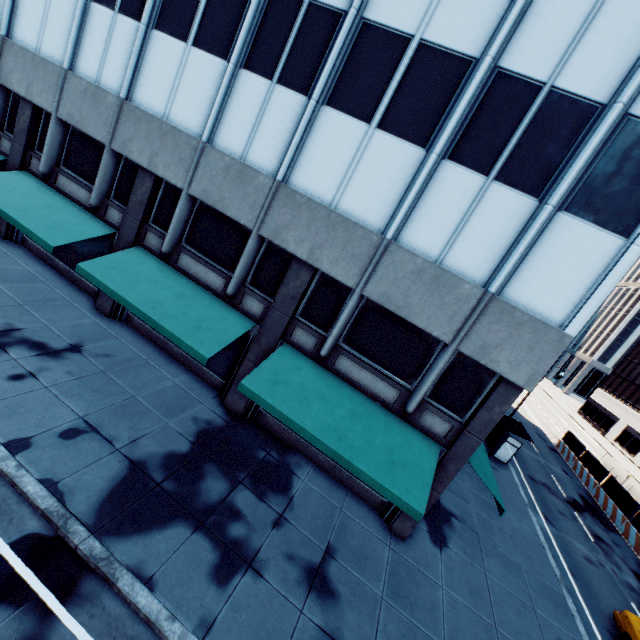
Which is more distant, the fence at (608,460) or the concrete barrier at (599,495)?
the fence at (608,460)

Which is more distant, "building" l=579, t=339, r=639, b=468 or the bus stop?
"building" l=579, t=339, r=639, b=468

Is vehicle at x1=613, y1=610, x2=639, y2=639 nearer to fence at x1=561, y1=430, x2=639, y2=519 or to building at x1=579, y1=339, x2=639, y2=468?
fence at x1=561, y1=430, x2=639, y2=519

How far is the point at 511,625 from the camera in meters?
10.6 m

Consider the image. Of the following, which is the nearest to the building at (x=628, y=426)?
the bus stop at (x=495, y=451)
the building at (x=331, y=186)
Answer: the bus stop at (x=495, y=451)

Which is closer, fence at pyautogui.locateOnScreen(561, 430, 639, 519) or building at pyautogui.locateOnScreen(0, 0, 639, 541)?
building at pyautogui.locateOnScreen(0, 0, 639, 541)

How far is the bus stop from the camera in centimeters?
2164cm

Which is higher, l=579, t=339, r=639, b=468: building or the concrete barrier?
l=579, t=339, r=639, b=468: building
